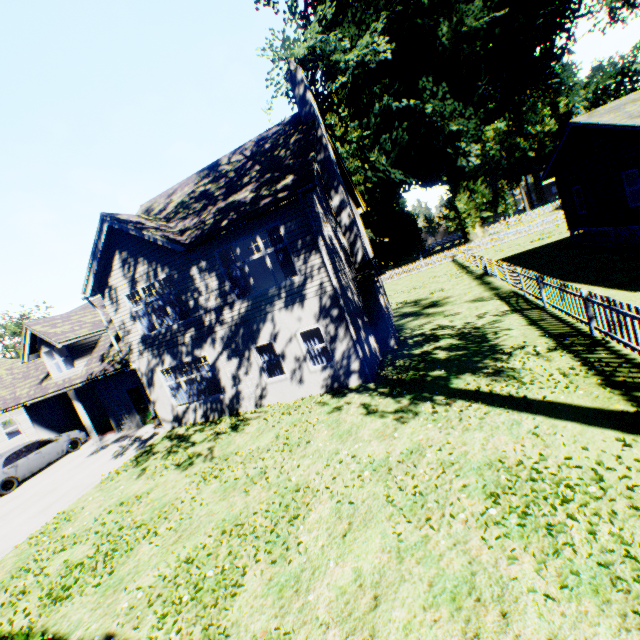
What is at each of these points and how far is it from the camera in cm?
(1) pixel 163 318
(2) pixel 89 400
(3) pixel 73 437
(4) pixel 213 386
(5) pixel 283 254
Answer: (1) curtain, 1365
(2) garage door, 1977
(3) car, 1717
(4) curtain, 1392
(5) curtain, 1159

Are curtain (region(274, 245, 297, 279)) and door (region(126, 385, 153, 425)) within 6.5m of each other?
no

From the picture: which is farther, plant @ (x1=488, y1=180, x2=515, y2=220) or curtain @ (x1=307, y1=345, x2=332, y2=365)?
plant @ (x1=488, y1=180, x2=515, y2=220)

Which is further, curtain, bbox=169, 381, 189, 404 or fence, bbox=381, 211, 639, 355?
curtain, bbox=169, 381, 189, 404

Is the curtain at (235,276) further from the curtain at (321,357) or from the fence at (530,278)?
the fence at (530,278)

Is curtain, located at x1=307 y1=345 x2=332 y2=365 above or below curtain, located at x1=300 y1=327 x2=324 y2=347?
below

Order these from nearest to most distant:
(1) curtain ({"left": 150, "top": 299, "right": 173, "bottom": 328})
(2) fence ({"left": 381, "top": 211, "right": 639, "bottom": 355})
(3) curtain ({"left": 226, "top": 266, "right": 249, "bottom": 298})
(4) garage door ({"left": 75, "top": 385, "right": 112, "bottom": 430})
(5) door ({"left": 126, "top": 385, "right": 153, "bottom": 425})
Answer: (2) fence ({"left": 381, "top": 211, "right": 639, "bottom": 355}) < (3) curtain ({"left": 226, "top": 266, "right": 249, "bottom": 298}) < (1) curtain ({"left": 150, "top": 299, "right": 173, "bottom": 328}) < (5) door ({"left": 126, "top": 385, "right": 153, "bottom": 425}) < (4) garage door ({"left": 75, "top": 385, "right": 112, "bottom": 430})

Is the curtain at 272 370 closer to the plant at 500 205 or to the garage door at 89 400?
the garage door at 89 400
